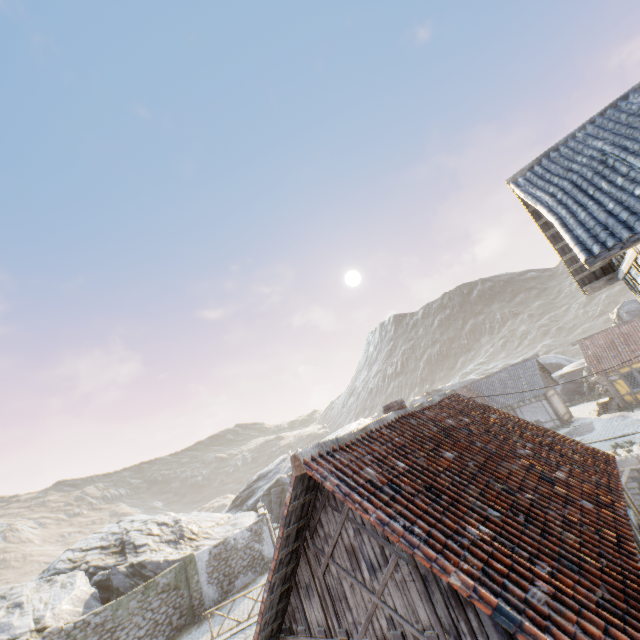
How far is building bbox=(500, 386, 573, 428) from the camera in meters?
27.5 m

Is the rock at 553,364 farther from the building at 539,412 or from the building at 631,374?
the building at 631,374

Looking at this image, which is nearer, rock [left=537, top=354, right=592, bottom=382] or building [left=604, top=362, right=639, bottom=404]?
building [left=604, top=362, right=639, bottom=404]

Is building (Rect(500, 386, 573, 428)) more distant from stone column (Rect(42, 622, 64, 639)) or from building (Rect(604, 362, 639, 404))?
stone column (Rect(42, 622, 64, 639))

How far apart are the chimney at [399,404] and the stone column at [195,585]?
17.7 meters

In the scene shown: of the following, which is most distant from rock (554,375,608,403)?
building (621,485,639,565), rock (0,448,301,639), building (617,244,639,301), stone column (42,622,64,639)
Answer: building (617,244,639,301)

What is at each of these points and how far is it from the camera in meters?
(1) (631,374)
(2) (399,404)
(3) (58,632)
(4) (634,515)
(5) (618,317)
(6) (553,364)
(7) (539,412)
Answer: (1) building, 24.0
(2) chimney, 9.0
(3) stone column, 14.4
(4) building, 6.6
(5) rock, 31.4
(6) rock, 46.3
(7) building, 28.3

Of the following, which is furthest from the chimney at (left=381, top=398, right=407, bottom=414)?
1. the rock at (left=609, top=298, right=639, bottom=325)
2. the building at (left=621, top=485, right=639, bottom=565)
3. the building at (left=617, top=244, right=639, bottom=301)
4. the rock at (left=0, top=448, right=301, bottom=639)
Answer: the rock at (left=609, top=298, right=639, bottom=325)
